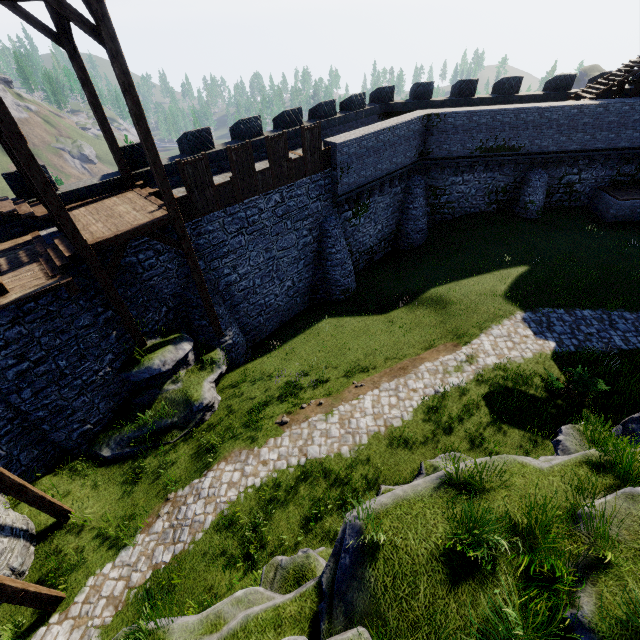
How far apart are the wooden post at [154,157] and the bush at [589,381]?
14.6 meters

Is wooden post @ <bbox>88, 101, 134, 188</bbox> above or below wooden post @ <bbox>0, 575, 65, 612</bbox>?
above

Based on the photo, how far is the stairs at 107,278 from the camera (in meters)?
9.96

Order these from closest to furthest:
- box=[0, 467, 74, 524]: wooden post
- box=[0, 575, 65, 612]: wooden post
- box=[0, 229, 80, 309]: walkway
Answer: box=[0, 575, 65, 612]: wooden post
box=[0, 467, 74, 524]: wooden post
box=[0, 229, 80, 309]: walkway

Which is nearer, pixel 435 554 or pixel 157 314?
pixel 435 554

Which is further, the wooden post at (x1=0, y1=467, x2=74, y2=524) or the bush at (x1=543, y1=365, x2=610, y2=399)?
the bush at (x1=543, y1=365, x2=610, y2=399)

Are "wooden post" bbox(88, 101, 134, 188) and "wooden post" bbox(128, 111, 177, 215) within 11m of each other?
yes

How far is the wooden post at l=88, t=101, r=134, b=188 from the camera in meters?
11.5
